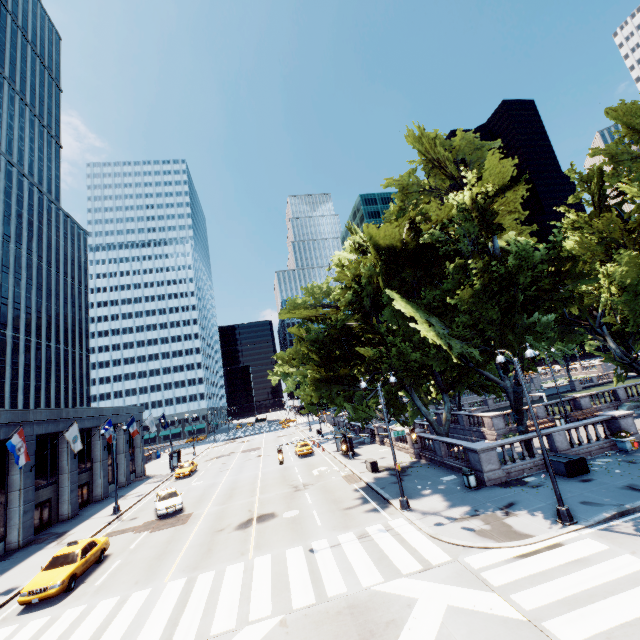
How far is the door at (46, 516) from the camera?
26.06m

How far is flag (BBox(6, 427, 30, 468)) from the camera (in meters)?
20.09

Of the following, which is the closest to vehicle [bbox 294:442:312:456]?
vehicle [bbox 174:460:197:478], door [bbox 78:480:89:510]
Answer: vehicle [bbox 174:460:197:478]

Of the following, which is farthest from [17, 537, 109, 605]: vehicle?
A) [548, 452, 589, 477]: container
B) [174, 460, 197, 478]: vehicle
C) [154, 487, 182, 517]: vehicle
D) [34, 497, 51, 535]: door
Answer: [548, 452, 589, 477]: container

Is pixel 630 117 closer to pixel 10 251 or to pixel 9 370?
pixel 9 370

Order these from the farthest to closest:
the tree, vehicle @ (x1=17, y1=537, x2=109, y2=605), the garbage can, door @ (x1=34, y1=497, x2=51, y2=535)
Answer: door @ (x1=34, y1=497, x2=51, y2=535)
the tree
the garbage can
vehicle @ (x1=17, y1=537, x2=109, y2=605)

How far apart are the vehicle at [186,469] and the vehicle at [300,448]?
13.03m

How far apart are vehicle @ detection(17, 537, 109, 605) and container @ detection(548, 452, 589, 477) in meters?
26.1 m
